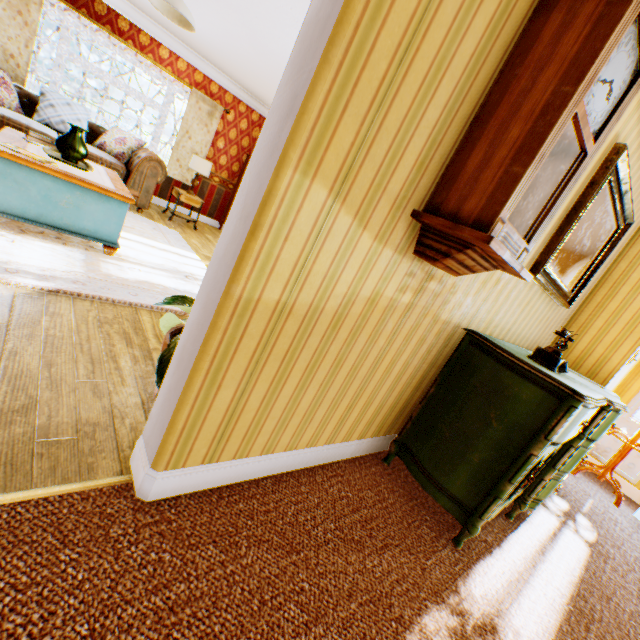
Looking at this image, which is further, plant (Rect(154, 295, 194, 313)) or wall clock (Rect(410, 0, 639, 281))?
plant (Rect(154, 295, 194, 313))

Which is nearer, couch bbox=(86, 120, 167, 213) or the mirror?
the mirror

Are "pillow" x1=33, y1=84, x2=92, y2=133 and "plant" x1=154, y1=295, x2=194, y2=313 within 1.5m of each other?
no

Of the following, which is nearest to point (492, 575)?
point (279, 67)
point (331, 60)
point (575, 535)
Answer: point (575, 535)

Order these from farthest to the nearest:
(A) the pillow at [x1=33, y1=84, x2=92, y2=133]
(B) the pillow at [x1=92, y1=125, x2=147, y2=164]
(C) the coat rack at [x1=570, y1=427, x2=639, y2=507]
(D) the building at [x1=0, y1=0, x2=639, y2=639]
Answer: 1. (B) the pillow at [x1=92, y1=125, x2=147, y2=164]
2. (A) the pillow at [x1=33, y1=84, x2=92, y2=133]
3. (C) the coat rack at [x1=570, y1=427, x2=639, y2=507]
4. (D) the building at [x1=0, y1=0, x2=639, y2=639]

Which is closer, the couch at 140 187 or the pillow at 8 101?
the pillow at 8 101

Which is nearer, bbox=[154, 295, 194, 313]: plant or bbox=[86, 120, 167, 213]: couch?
bbox=[154, 295, 194, 313]: plant

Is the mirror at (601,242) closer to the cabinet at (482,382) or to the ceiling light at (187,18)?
the cabinet at (482,382)
